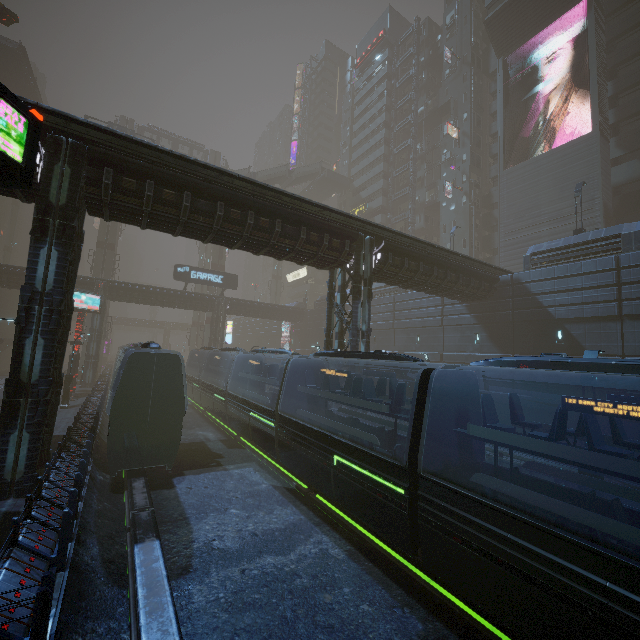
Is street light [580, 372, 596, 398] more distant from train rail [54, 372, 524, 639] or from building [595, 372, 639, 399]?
train rail [54, 372, 524, 639]

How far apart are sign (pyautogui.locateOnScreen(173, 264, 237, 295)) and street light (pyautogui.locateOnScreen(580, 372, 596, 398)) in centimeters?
3743cm

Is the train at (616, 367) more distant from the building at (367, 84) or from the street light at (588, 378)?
the street light at (588, 378)

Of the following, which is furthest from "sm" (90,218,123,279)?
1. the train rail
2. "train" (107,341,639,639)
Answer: "train" (107,341,639,639)

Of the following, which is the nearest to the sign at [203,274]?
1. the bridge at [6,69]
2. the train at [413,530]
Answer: the train at [413,530]

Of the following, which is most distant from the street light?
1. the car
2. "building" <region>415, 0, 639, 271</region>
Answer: the car

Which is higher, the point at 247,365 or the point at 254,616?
the point at 247,365

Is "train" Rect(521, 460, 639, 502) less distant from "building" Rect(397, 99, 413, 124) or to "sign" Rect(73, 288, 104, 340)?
"building" Rect(397, 99, 413, 124)
